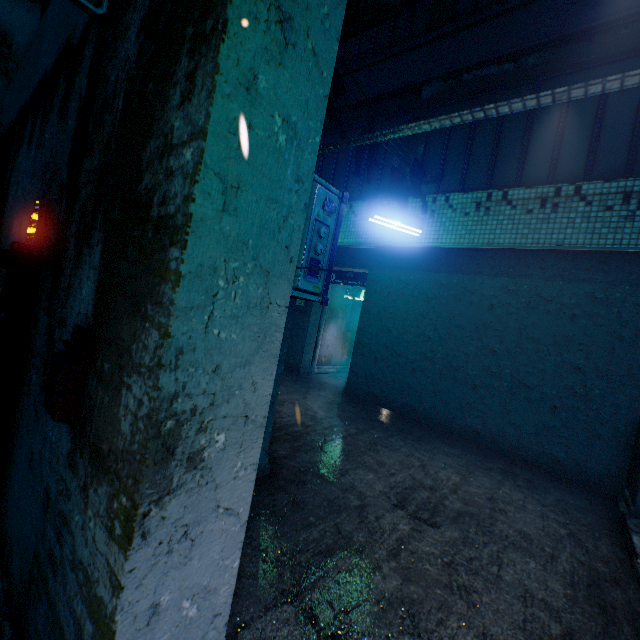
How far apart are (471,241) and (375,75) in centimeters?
417cm

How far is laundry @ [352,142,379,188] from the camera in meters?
4.1 m

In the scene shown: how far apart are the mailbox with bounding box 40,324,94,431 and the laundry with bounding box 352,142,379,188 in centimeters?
365cm

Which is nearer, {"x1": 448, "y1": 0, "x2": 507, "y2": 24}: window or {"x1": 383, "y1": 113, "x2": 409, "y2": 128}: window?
{"x1": 448, "y1": 0, "x2": 507, "y2": 24}: window

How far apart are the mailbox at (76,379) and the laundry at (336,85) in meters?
2.8 m

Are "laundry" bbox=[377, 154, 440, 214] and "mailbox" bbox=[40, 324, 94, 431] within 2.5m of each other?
no

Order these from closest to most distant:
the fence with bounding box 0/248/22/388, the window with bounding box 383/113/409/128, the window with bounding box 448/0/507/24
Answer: the fence with bounding box 0/248/22/388 → the window with bounding box 448/0/507/24 → the window with bounding box 383/113/409/128

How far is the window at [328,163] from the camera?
6.2 meters
